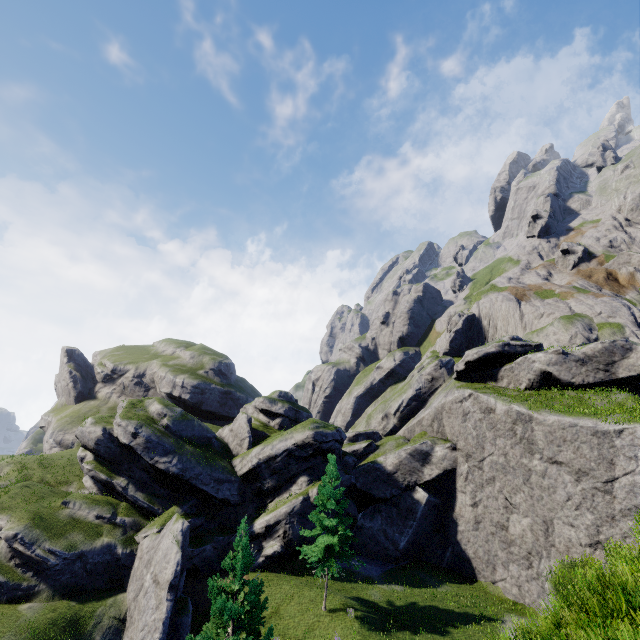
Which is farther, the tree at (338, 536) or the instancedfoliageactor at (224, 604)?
the tree at (338, 536)

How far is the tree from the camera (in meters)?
23.41

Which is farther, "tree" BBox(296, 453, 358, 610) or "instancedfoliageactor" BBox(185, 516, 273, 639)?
"tree" BBox(296, 453, 358, 610)

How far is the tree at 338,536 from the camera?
23.41m

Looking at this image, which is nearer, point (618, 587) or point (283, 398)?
point (618, 587)
